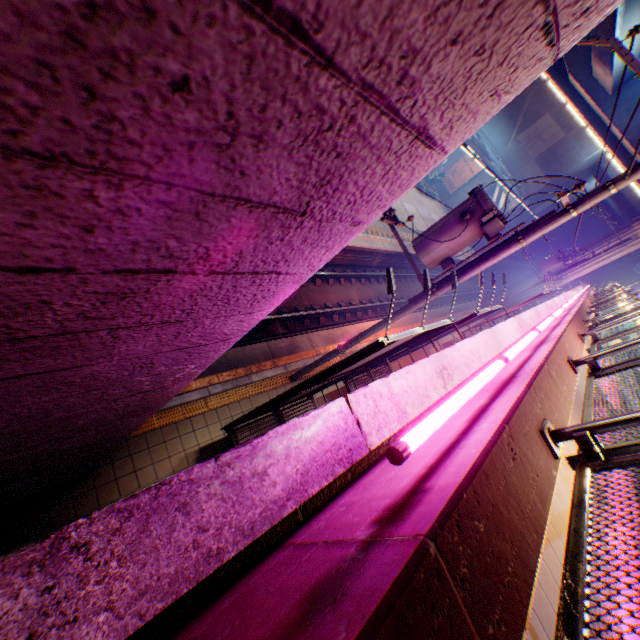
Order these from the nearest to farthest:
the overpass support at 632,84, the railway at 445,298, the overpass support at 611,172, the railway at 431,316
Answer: the railway at 431,316
the overpass support at 632,84
the railway at 445,298
the overpass support at 611,172

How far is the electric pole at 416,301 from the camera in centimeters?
716cm

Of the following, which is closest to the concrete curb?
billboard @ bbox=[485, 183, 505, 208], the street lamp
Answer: the street lamp

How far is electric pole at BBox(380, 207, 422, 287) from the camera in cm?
Result: 704

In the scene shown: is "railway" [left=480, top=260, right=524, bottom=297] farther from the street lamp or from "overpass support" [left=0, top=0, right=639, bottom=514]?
the street lamp

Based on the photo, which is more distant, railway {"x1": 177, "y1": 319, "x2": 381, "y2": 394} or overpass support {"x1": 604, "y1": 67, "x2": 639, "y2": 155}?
overpass support {"x1": 604, "y1": 67, "x2": 639, "y2": 155}

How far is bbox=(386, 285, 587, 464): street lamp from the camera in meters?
1.5

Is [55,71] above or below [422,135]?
below
